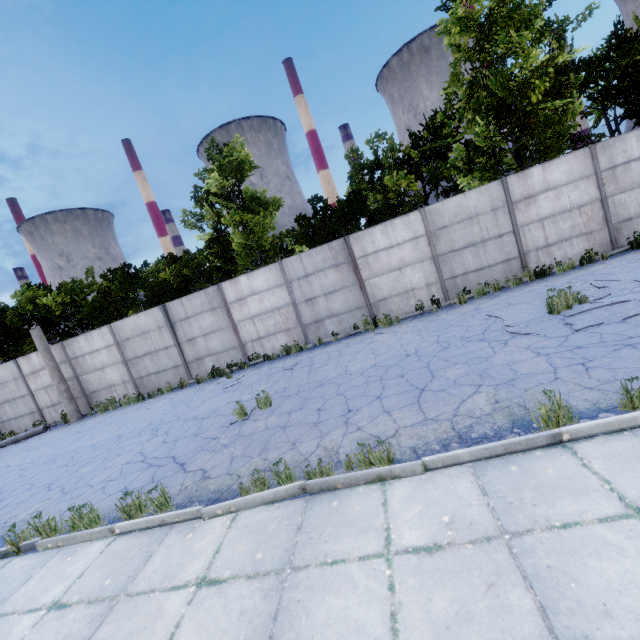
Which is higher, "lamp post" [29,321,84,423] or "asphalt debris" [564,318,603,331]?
"lamp post" [29,321,84,423]

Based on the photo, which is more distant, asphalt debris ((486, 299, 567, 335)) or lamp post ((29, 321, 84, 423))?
lamp post ((29, 321, 84, 423))

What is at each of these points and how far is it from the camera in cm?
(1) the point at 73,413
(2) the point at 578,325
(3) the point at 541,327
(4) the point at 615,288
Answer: (1) lamp post, 1473
(2) asphalt debris, 622
(3) asphalt debris, 677
(4) asphalt debris, 754

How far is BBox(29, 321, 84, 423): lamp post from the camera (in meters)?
14.34

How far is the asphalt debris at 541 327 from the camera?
6.6m

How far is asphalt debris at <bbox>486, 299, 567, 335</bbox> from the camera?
6.59m
